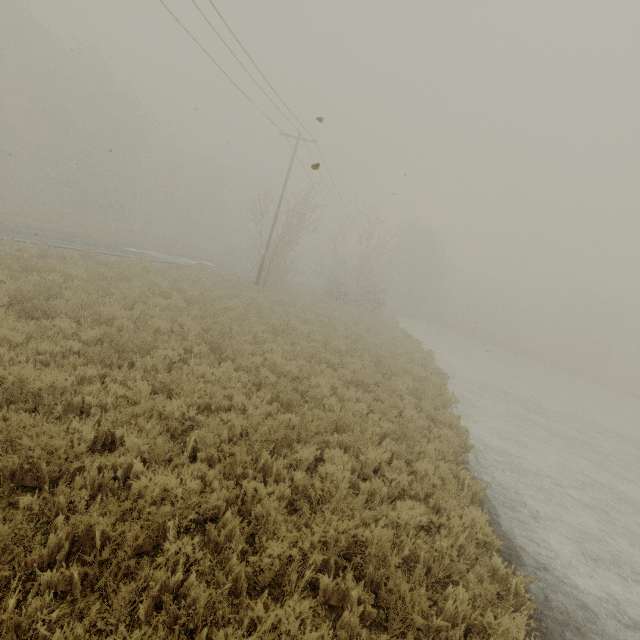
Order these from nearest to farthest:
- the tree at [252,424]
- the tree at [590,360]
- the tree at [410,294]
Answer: the tree at [252,424]
the tree at [590,360]
the tree at [410,294]

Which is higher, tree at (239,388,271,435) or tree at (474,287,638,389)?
tree at (474,287,638,389)

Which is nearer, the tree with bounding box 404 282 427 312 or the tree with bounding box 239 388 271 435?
the tree with bounding box 239 388 271 435

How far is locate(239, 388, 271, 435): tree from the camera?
5.6m

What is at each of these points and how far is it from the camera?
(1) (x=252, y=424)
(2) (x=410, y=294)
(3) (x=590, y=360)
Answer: (1) tree, 6.1 meters
(2) tree, 56.1 meters
(3) tree, 54.2 meters

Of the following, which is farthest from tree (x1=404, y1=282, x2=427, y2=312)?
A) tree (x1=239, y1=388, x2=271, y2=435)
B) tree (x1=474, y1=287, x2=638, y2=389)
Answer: tree (x1=239, y1=388, x2=271, y2=435)

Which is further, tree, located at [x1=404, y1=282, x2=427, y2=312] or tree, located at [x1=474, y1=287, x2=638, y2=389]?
tree, located at [x1=404, y1=282, x2=427, y2=312]

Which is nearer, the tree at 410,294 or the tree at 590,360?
the tree at 590,360
